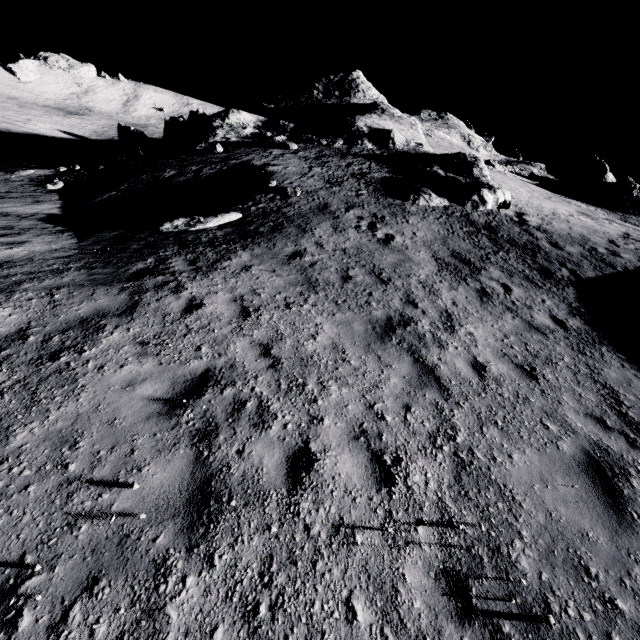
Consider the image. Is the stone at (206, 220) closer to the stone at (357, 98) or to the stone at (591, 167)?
the stone at (357, 98)

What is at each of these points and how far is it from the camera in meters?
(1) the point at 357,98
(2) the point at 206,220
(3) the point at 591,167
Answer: (1) stone, 40.8 m
(2) stone, 11.5 m
(3) stone, 39.5 m

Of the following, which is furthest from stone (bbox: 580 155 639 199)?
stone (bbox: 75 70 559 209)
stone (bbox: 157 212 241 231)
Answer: stone (bbox: 157 212 241 231)

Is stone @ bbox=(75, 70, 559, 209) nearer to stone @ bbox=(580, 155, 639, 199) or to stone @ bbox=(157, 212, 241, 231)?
stone @ bbox=(157, 212, 241, 231)

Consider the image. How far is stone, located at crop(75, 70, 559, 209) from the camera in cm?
1850

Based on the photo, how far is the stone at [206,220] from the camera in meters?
11.0
